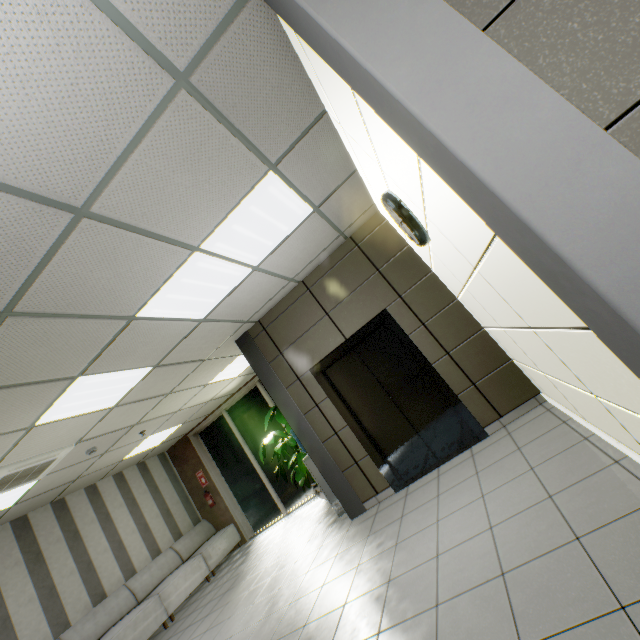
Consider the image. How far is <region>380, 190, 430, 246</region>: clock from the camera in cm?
254

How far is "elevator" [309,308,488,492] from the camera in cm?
420

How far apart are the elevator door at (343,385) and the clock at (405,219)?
1.85m

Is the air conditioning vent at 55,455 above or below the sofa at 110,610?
above

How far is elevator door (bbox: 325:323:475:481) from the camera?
4.41m

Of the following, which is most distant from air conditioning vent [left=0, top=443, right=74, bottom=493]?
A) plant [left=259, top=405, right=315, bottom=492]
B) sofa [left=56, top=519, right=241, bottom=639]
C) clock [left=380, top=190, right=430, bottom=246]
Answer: clock [left=380, top=190, right=430, bottom=246]

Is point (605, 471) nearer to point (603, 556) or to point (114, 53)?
point (603, 556)

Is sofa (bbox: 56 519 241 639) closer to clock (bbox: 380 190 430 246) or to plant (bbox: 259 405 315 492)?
plant (bbox: 259 405 315 492)
